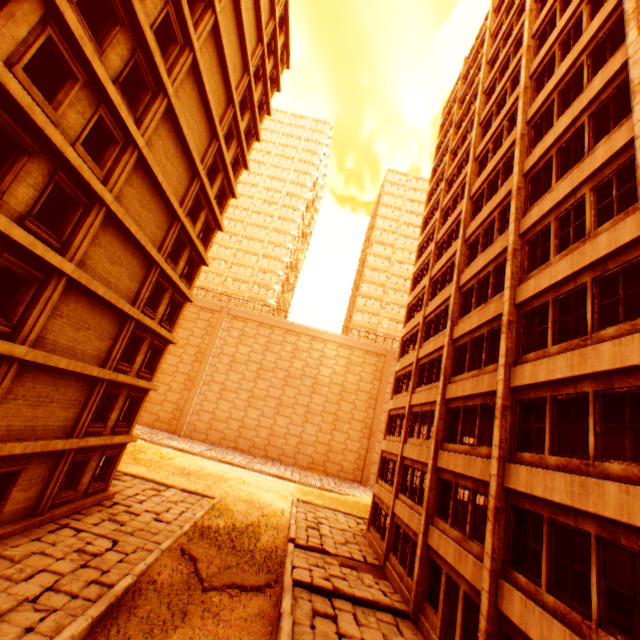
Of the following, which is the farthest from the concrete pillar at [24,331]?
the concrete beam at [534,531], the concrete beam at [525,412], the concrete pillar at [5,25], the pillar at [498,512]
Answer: the concrete beam at [534,531]

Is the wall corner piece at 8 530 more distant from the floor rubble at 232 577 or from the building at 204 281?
the building at 204 281

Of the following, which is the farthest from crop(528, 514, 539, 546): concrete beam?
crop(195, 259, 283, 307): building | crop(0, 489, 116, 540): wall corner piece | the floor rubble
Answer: crop(195, 259, 283, 307): building

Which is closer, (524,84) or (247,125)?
(524,84)

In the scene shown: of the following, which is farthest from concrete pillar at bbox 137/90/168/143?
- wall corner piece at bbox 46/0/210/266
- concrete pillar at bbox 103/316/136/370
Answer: concrete pillar at bbox 103/316/136/370

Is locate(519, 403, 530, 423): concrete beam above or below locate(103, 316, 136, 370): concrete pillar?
above

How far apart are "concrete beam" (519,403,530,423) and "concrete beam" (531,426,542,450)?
4.5 meters
